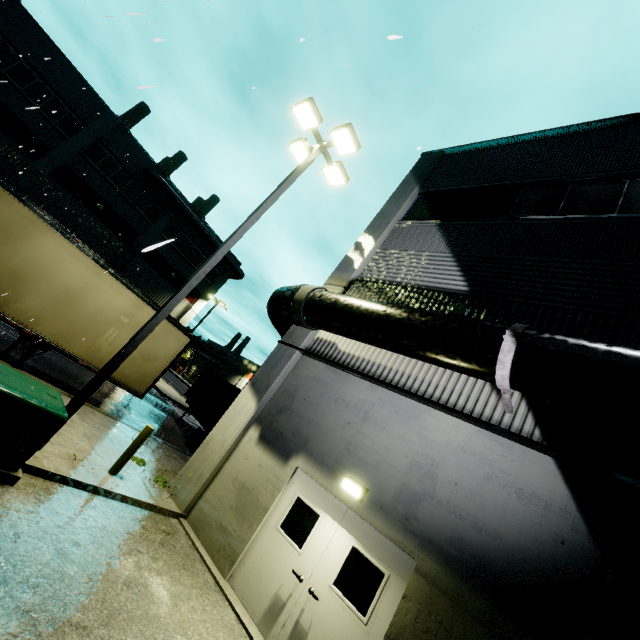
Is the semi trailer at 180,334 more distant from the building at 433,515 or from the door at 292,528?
the door at 292,528

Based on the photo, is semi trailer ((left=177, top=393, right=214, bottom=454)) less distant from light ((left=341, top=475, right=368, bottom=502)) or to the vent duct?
the vent duct

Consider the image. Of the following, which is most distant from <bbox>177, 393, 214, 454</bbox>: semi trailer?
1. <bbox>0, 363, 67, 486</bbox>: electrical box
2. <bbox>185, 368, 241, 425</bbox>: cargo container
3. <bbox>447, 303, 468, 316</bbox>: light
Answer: <bbox>447, 303, 468, 316</bbox>: light

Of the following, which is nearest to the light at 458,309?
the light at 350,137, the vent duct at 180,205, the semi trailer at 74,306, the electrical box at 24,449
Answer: the light at 350,137

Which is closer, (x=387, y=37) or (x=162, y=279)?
(x=387, y=37)

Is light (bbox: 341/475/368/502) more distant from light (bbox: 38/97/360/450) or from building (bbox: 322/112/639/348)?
light (bbox: 38/97/360/450)

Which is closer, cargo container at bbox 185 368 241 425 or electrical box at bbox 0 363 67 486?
electrical box at bbox 0 363 67 486

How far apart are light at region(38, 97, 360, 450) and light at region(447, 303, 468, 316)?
4.8 meters
